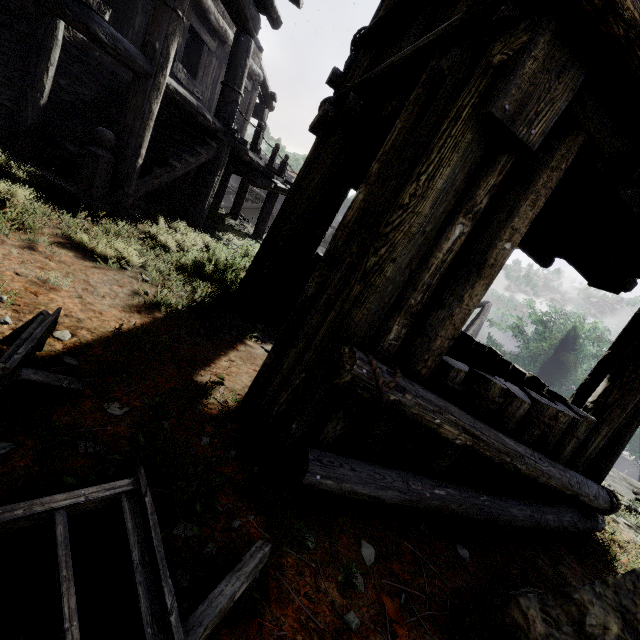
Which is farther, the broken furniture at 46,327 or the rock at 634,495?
the rock at 634,495

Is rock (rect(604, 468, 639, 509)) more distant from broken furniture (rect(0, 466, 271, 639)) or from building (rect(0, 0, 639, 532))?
broken furniture (rect(0, 466, 271, 639))

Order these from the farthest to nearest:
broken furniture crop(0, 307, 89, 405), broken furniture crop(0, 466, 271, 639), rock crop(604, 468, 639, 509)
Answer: rock crop(604, 468, 639, 509) → broken furniture crop(0, 307, 89, 405) → broken furniture crop(0, 466, 271, 639)

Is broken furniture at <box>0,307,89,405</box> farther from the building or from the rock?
the rock

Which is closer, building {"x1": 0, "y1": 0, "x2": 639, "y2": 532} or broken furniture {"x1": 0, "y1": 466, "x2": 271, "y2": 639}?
broken furniture {"x1": 0, "y1": 466, "x2": 271, "y2": 639}

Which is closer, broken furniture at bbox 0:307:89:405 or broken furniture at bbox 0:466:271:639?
broken furniture at bbox 0:466:271:639

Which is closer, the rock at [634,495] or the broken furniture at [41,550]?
the broken furniture at [41,550]

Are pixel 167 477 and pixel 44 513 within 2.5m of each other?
yes
